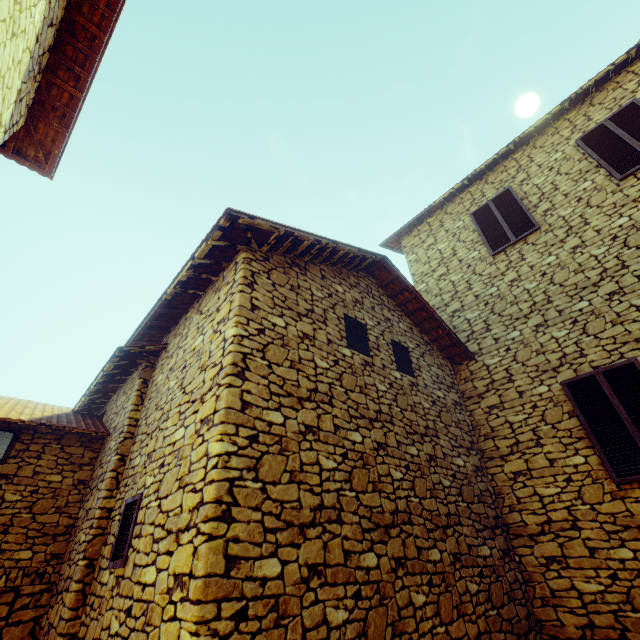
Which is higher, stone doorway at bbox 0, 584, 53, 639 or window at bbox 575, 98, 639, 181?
window at bbox 575, 98, 639, 181

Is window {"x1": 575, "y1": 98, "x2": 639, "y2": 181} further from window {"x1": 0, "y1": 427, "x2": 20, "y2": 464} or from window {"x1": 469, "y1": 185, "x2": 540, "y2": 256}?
window {"x1": 0, "y1": 427, "x2": 20, "y2": 464}

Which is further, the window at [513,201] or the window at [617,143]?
the window at [513,201]

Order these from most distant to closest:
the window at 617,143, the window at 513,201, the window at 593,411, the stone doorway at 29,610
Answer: the window at 513,201
the window at 617,143
the window at 593,411
the stone doorway at 29,610

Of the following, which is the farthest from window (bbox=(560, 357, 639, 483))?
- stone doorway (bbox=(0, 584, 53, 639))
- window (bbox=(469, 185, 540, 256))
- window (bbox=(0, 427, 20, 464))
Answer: window (bbox=(0, 427, 20, 464))

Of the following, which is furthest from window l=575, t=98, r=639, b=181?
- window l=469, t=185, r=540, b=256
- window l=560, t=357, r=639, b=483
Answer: window l=560, t=357, r=639, b=483

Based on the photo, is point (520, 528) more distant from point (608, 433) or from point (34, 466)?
point (34, 466)

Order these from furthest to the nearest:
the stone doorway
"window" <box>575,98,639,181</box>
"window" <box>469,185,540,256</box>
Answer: "window" <box>469,185,540,256</box>
"window" <box>575,98,639,181</box>
the stone doorway
